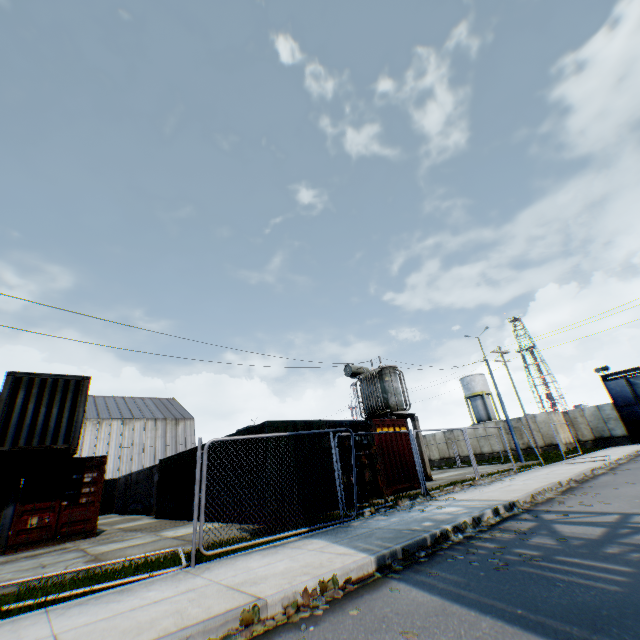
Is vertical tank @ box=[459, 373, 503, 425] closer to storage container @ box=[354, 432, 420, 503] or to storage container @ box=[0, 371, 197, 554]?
storage container @ box=[354, 432, 420, 503]

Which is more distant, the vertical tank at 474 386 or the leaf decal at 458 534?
the vertical tank at 474 386

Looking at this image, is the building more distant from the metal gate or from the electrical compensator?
the metal gate

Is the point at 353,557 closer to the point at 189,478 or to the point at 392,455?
the point at 392,455

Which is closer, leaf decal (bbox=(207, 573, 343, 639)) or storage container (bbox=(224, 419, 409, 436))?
leaf decal (bbox=(207, 573, 343, 639))

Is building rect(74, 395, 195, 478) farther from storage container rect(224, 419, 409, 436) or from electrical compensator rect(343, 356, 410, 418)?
electrical compensator rect(343, 356, 410, 418)

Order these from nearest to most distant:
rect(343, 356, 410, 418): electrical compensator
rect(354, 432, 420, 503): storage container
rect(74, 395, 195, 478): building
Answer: rect(354, 432, 420, 503): storage container → rect(343, 356, 410, 418): electrical compensator → rect(74, 395, 195, 478): building

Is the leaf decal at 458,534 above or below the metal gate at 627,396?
below
